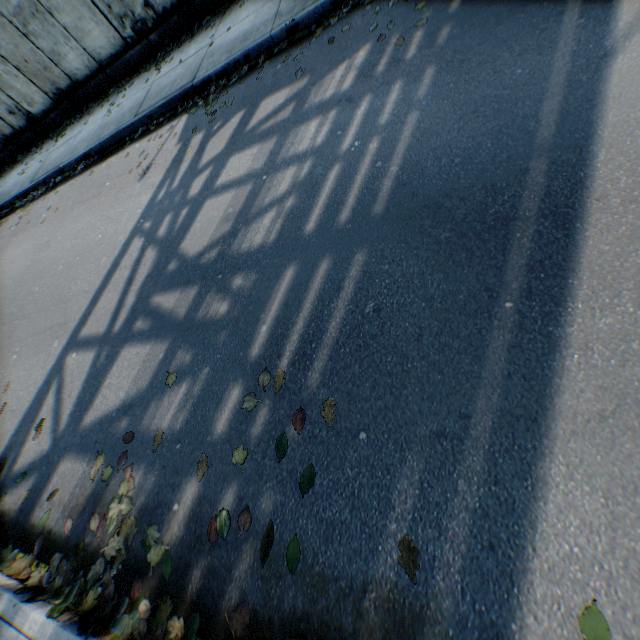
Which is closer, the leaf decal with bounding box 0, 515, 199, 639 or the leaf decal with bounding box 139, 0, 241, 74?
the leaf decal with bounding box 0, 515, 199, 639

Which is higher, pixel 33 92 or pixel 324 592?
pixel 33 92

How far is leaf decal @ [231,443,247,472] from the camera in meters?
2.3

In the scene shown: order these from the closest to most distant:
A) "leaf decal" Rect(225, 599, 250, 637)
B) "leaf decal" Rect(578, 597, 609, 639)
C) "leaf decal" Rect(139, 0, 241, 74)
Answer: "leaf decal" Rect(578, 597, 609, 639), "leaf decal" Rect(225, 599, 250, 637), "leaf decal" Rect(139, 0, 241, 74)

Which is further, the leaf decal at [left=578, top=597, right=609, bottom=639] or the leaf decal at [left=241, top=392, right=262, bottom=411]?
the leaf decal at [left=241, top=392, right=262, bottom=411]

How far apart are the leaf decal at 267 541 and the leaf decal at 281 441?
0.4m

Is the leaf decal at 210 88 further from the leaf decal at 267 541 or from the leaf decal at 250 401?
the leaf decal at 267 541

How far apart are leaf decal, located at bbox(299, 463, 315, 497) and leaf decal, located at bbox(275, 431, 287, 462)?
0.2m
